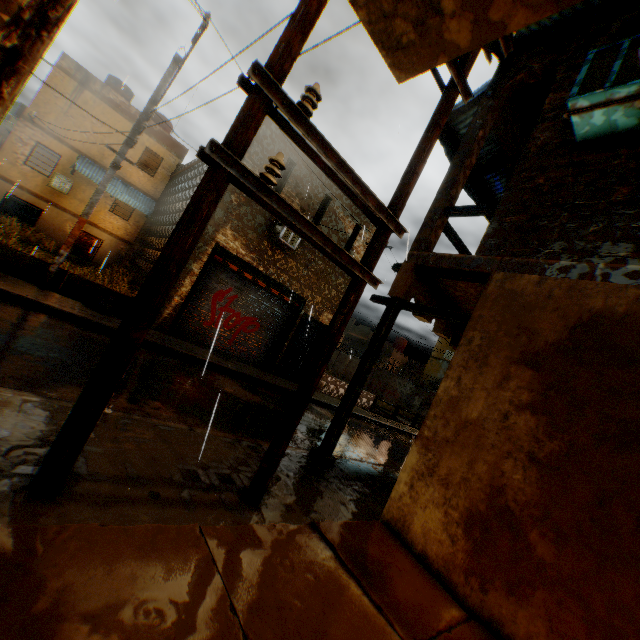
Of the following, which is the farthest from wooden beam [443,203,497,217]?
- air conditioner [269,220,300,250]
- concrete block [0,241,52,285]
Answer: concrete block [0,241,52,285]

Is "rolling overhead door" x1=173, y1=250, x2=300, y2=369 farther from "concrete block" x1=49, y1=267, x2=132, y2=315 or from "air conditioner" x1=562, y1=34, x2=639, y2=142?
"air conditioner" x1=562, y1=34, x2=639, y2=142

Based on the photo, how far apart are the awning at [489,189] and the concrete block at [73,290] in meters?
2.6

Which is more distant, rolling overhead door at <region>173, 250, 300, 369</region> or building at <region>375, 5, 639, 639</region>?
rolling overhead door at <region>173, 250, 300, 369</region>

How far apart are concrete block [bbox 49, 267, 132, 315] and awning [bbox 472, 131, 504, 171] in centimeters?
263cm

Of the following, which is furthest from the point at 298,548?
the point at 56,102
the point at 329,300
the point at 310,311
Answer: the point at 56,102

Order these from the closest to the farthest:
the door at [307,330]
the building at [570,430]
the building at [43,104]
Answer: the building at [570,430], the door at [307,330], the building at [43,104]
